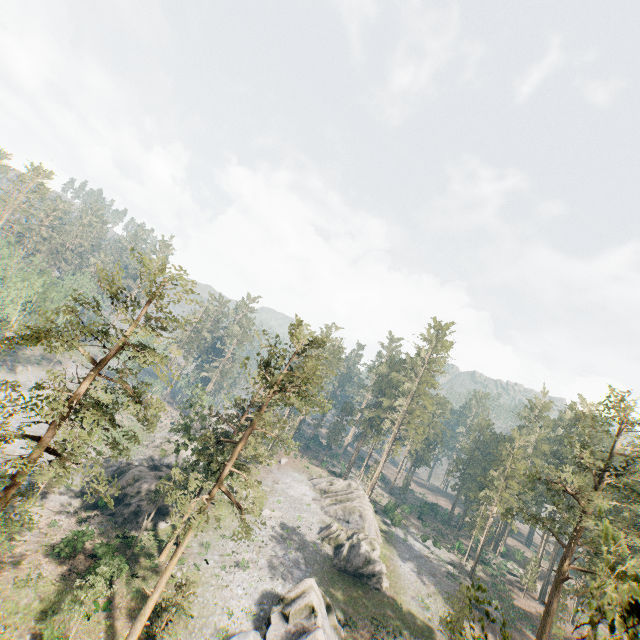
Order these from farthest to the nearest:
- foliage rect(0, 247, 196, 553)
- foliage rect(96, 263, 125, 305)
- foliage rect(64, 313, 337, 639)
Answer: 1. foliage rect(64, 313, 337, 639)
2. foliage rect(96, 263, 125, 305)
3. foliage rect(0, 247, 196, 553)

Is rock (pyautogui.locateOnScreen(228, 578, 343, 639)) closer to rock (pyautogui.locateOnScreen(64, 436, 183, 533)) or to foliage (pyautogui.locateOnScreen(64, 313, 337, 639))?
foliage (pyautogui.locateOnScreen(64, 313, 337, 639))

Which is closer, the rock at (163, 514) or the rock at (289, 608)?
the rock at (289, 608)

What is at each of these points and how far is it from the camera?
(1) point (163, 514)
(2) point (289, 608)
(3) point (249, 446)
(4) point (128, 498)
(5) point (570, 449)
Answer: (1) rock, 38.6 meters
(2) rock, 28.4 meters
(3) foliage, 26.9 meters
(4) rock, 37.5 meters
(5) foliage, 24.9 meters

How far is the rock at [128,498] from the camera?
36.6m

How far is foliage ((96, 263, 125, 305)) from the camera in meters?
18.4

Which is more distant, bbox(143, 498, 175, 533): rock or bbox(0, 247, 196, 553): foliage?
bbox(143, 498, 175, 533): rock

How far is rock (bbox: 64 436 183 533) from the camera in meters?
36.6 m
